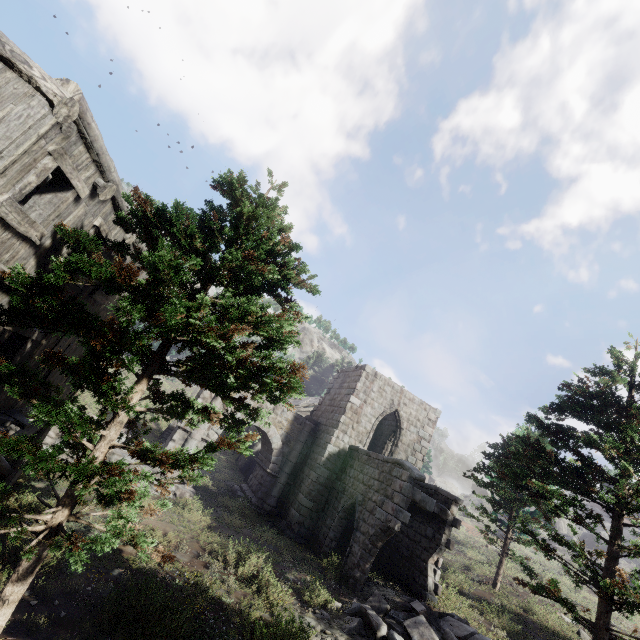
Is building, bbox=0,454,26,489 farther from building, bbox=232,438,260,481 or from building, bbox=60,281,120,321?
building, bbox=232,438,260,481

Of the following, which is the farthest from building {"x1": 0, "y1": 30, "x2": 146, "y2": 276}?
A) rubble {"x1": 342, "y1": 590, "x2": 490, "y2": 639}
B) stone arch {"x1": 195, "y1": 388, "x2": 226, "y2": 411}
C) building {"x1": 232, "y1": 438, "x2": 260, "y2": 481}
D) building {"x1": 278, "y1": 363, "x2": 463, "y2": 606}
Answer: building {"x1": 232, "y1": 438, "x2": 260, "y2": 481}

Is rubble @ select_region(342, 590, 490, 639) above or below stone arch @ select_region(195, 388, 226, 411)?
below

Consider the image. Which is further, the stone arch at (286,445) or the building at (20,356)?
the stone arch at (286,445)

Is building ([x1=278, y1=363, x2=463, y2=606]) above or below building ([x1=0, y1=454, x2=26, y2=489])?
above

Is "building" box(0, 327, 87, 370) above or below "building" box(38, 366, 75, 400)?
above

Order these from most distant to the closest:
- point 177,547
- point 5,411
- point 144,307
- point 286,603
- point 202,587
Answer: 1. point 177,547
2. point 286,603
3. point 202,587
4. point 5,411
5. point 144,307

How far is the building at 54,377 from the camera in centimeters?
871cm
